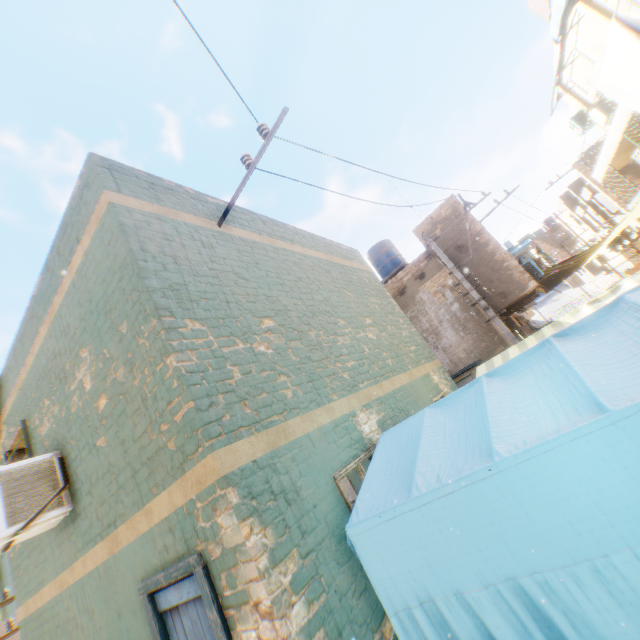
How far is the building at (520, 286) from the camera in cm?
1199

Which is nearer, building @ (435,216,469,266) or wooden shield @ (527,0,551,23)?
wooden shield @ (527,0,551,23)

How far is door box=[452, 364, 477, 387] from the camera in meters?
11.3 m

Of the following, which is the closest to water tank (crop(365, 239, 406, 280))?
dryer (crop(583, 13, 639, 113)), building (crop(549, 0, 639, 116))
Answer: building (crop(549, 0, 639, 116))

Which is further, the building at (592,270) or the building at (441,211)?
the building at (592,270)

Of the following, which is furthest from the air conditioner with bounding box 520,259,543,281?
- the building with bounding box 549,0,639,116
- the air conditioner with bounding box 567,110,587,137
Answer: the air conditioner with bounding box 567,110,587,137

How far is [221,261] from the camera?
4.4 meters

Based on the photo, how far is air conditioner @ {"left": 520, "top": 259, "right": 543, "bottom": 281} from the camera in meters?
12.6
